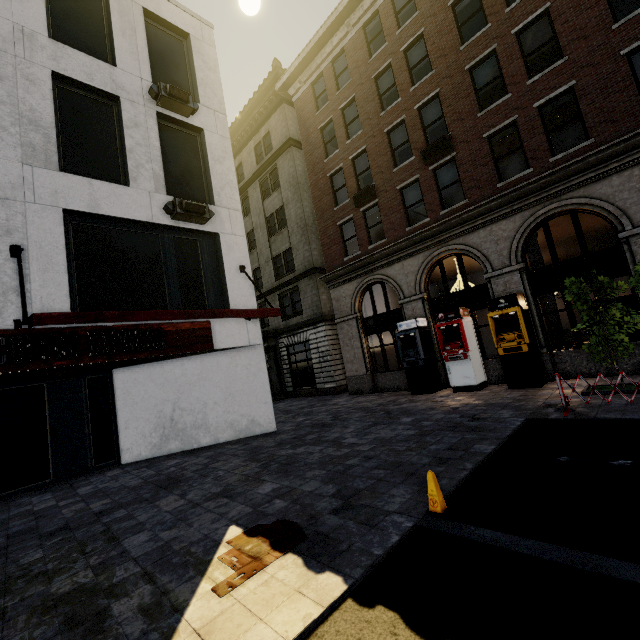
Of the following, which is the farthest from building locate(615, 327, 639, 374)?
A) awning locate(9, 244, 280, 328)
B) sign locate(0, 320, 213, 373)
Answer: sign locate(0, 320, 213, 373)

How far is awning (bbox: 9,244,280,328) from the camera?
5.9 meters

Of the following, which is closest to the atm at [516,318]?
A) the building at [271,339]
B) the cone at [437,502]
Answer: the building at [271,339]

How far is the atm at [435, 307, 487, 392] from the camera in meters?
12.1 m

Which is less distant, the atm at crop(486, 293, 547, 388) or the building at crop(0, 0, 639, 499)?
the building at crop(0, 0, 639, 499)

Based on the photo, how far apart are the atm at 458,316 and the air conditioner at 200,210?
9.20m

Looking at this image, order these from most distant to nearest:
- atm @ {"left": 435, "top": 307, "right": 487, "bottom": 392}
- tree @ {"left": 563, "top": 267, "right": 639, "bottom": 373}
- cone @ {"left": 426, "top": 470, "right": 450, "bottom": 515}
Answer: atm @ {"left": 435, "top": 307, "right": 487, "bottom": 392}, tree @ {"left": 563, "top": 267, "right": 639, "bottom": 373}, cone @ {"left": 426, "top": 470, "right": 450, "bottom": 515}

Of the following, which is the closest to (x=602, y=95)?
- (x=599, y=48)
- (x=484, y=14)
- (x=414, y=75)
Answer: (x=599, y=48)
